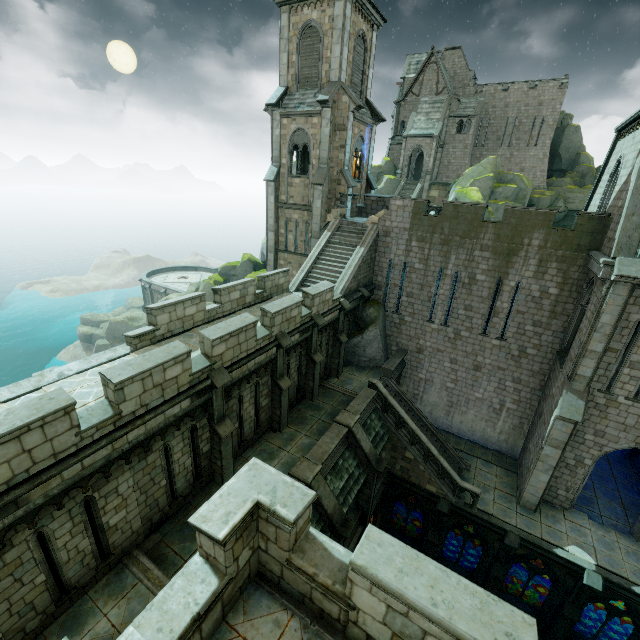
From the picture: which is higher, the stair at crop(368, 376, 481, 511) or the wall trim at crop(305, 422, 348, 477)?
the wall trim at crop(305, 422, 348, 477)

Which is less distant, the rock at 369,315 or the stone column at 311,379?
the stone column at 311,379

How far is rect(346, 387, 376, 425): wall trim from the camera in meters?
15.8 m

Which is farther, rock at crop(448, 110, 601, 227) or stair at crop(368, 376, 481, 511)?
rock at crop(448, 110, 601, 227)

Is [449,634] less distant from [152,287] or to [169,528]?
[169,528]

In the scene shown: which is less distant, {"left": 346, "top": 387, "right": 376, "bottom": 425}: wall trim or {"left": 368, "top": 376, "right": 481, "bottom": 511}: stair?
{"left": 346, "top": 387, "right": 376, "bottom": 425}: wall trim

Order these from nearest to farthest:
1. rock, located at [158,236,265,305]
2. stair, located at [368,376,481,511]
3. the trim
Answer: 1. the trim
2. stair, located at [368,376,481,511]
3. rock, located at [158,236,265,305]

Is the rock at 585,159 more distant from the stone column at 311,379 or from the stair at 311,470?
the stair at 311,470
